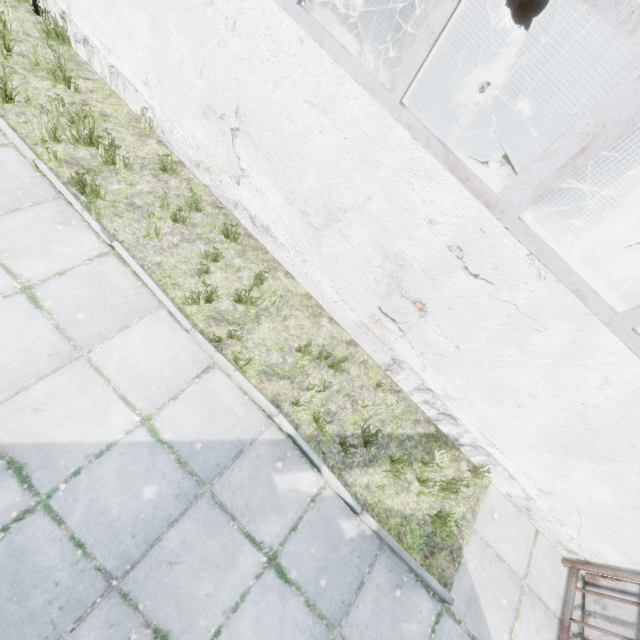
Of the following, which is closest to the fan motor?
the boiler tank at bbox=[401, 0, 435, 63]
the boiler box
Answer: the boiler box

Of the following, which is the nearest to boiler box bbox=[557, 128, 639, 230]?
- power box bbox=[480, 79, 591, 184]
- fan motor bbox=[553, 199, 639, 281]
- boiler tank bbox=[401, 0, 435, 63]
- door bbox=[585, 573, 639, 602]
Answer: fan motor bbox=[553, 199, 639, 281]

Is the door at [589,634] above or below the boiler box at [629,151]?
below

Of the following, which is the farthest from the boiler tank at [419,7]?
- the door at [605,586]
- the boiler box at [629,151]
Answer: the door at [605,586]

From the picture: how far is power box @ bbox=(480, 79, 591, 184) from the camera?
6.78m

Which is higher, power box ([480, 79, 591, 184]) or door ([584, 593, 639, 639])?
power box ([480, 79, 591, 184])

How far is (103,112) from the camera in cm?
502

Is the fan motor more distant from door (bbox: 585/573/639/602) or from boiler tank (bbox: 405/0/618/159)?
door (bbox: 585/573/639/602)
